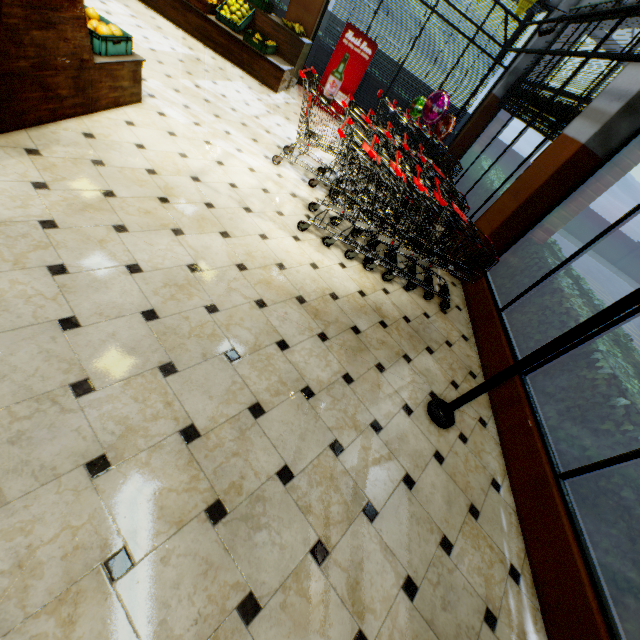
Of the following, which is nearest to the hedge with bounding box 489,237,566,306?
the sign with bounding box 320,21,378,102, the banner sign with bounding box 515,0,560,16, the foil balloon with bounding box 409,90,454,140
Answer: the foil balloon with bounding box 409,90,454,140

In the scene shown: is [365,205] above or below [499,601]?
above

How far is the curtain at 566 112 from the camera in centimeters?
455cm

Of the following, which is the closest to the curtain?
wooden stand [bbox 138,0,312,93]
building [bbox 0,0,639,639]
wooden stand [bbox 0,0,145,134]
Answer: building [bbox 0,0,639,639]

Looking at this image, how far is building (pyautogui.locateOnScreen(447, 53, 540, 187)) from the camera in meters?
7.2

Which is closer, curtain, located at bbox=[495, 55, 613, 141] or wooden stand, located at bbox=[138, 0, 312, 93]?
curtain, located at bbox=[495, 55, 613, 141]

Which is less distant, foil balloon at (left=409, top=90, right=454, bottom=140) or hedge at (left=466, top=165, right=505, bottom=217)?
hedge at (left=466, top=165, right=505, bottom=217)

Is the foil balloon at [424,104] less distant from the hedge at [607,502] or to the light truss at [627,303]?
the light truss at [627,303]
